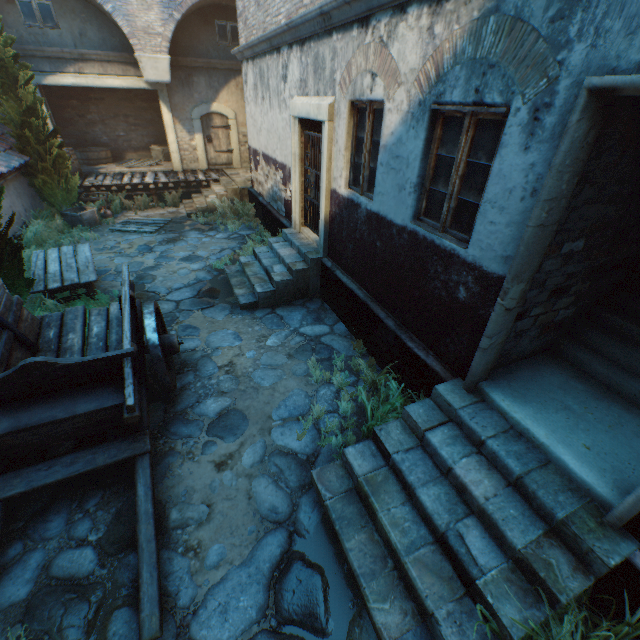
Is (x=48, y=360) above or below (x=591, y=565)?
above

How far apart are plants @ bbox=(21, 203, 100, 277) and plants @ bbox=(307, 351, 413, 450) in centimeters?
989cm

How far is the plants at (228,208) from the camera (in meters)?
9.15

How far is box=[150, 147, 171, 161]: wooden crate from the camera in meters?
15.1

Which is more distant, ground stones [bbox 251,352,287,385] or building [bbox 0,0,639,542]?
ground stones [bbox 251,352,287,385]

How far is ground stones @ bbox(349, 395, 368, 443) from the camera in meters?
4.4 m

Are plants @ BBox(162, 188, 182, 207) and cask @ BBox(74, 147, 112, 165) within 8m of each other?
yes

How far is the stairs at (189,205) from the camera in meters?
12.0 m
